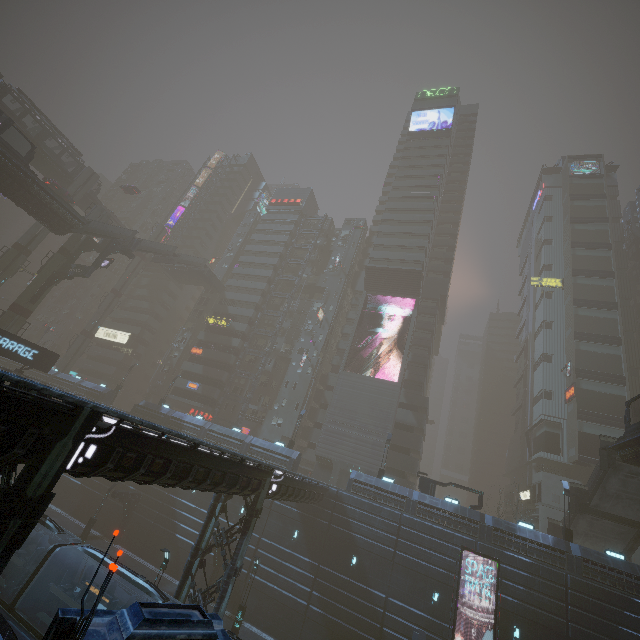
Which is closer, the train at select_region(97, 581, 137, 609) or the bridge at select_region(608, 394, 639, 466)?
the train at select_region(97, 581, 137, 609)

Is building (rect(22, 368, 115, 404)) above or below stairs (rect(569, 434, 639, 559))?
below

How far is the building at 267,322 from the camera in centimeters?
5866cm

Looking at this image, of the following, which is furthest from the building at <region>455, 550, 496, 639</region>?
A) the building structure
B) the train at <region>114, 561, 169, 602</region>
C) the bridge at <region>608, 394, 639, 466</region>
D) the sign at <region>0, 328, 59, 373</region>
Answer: A: the bridge at <region>608, 394, 639, 466</region>

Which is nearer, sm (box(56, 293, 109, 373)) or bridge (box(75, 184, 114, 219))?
sm (box(56, 293, 109, 373))

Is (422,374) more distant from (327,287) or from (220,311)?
(220,311)

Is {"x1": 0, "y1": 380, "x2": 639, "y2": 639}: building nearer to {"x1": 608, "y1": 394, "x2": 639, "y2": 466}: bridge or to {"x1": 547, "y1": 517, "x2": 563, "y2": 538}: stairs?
{"x1": 547, "y1": 517, "x2": 563, "y2": 538}: stairs

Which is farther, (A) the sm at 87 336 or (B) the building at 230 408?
(A) the sm at 87 336
